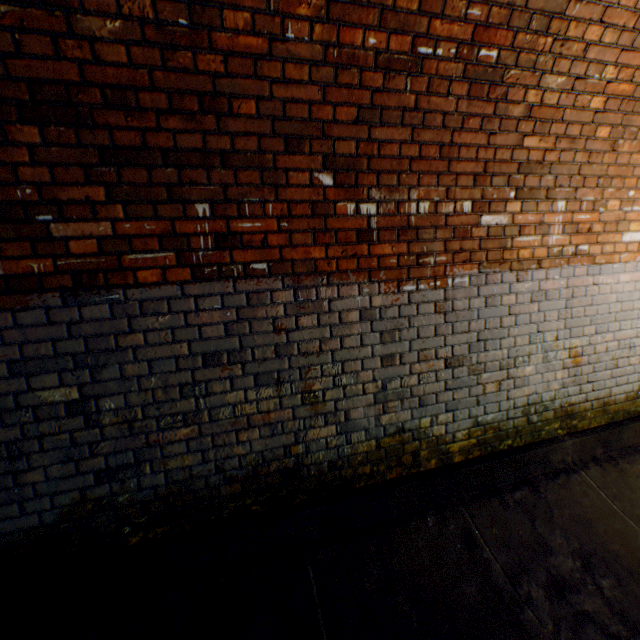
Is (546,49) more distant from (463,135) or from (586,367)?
(586,367)
